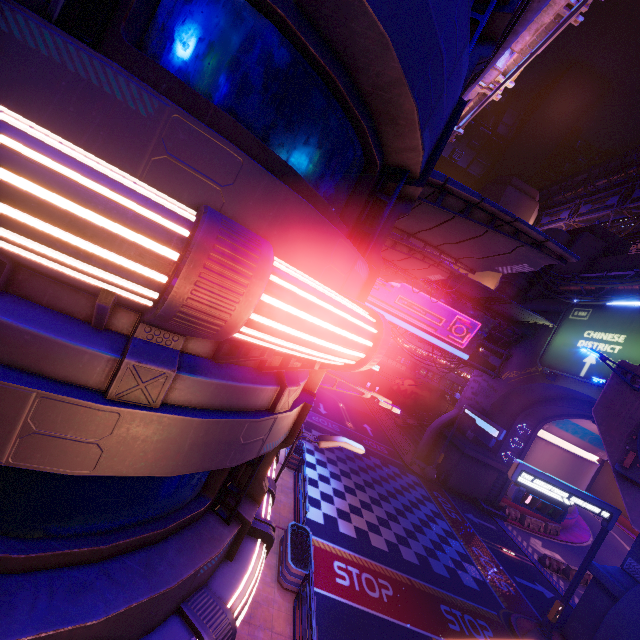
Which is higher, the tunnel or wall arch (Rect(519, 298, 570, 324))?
wall arch (Rect(519, 298, 570, 324))

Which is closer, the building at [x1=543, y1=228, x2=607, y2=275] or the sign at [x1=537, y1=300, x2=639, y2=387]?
the sign at [x1=537, y1=300, x2=639, y2=387]

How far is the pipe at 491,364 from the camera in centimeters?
2881cm

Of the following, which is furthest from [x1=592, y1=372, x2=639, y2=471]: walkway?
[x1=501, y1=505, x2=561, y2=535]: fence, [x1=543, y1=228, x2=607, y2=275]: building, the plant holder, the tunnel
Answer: [x1=501, y1=505, x2=561, y2=535]: fence

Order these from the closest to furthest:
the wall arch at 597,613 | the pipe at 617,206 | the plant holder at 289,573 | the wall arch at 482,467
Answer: the plant holder at 289,573 < the wall arch at 597,613 < the wall arch at 482,467 < the pipe at 617,206

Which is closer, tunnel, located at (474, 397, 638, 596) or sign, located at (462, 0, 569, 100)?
sign, located at (462, 0, 569, 100)

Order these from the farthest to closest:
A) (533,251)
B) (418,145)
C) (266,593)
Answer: (266,593)
(533,251)
(418,145)

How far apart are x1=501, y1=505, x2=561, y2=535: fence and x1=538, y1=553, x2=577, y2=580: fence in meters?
4.8 m
